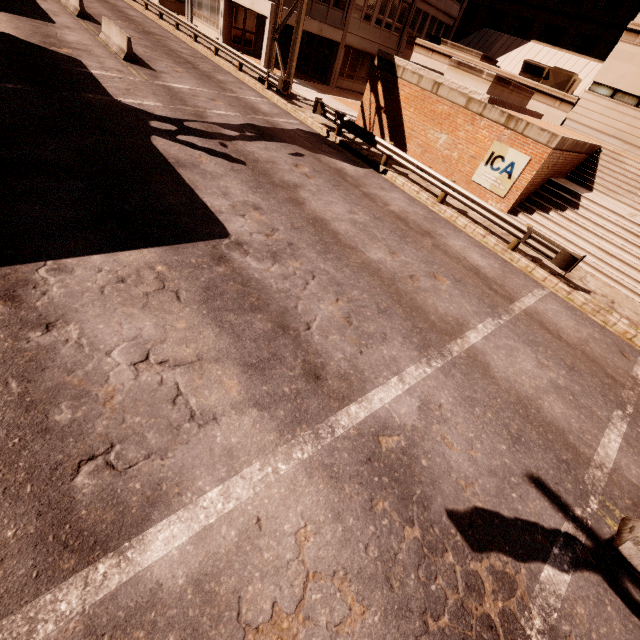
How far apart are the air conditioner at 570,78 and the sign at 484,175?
12.7m

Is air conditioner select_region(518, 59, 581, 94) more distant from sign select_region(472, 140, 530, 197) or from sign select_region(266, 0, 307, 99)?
sign select_region(266, 0, 307, 99)

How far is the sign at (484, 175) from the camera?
13.51m

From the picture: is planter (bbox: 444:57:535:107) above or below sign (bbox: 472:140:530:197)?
above

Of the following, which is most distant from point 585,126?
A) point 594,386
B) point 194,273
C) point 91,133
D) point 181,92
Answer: point 91,133

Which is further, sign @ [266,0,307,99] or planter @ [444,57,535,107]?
sign @ [266,0,307,99]

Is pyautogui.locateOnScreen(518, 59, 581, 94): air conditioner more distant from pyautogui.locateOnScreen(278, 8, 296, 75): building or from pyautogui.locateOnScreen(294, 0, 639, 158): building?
pyautogui.locateOnScreen(278, 8, 296, 75): building

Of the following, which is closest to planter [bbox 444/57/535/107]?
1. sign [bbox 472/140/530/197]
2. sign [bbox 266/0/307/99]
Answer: sign [bbox 472/140/530/197]
